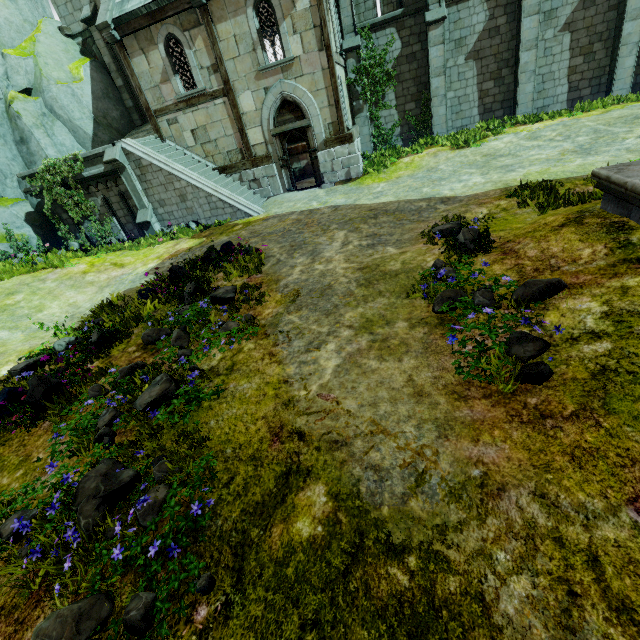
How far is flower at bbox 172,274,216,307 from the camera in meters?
7.0

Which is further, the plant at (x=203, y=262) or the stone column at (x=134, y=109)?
the stone column at (x=134, y=109)

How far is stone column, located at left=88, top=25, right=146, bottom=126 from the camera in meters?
16.8

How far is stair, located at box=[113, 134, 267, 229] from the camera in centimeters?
1291cm

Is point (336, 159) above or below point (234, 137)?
below

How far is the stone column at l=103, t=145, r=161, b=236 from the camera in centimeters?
1249cm

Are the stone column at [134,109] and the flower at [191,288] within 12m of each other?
no

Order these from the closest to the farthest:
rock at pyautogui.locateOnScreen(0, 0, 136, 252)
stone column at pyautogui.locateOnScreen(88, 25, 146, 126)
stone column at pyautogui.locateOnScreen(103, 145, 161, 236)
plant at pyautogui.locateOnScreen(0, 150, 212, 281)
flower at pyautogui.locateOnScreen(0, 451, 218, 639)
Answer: flower at pyautogui.locateOnScreen(0, 451, 218, 639) → plant at pyautogui.locateOnScreen(0, 150, 212, 281) → stone column at pyautogui.locateOnScreen(103, 145, 161, 236) → rock at pyautogui.locateOnScreen(0, 0, 136, 252) → stone column at pyautogui.locateOnScreen(88, 25, 146, 126)
